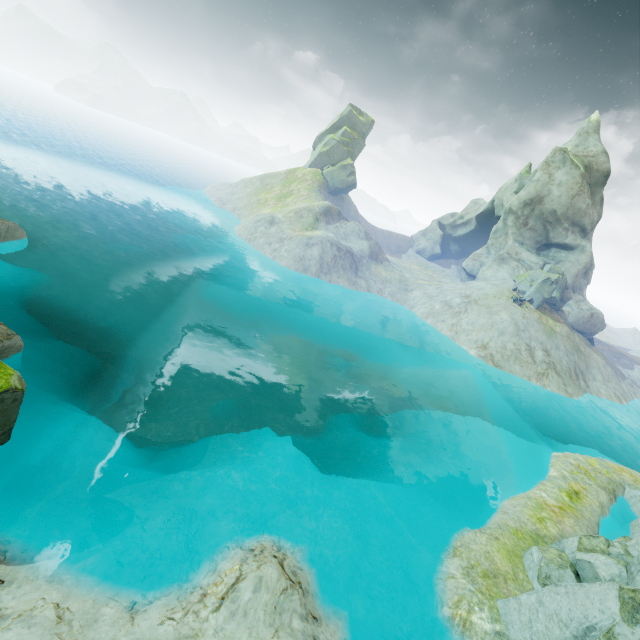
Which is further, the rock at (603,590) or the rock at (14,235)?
the rock at (14,235)

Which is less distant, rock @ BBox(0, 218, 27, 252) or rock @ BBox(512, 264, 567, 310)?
rock @ BBox(0, 218, 27, 252)

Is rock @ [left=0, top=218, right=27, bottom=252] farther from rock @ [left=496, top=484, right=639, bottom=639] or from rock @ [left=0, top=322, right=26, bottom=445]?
rock @ [left=496, top=484, right=639, bottom=639]

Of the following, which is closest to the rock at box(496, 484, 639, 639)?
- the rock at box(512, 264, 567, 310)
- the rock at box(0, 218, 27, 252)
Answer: the rock at box(512, 264, 567, 310)

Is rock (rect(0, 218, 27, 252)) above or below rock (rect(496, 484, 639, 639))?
below

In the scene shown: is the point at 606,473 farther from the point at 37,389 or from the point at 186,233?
the point at 186,233

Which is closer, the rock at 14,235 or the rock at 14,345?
the rock at 14,345

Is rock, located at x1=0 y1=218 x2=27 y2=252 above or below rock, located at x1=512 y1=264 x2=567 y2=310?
below
